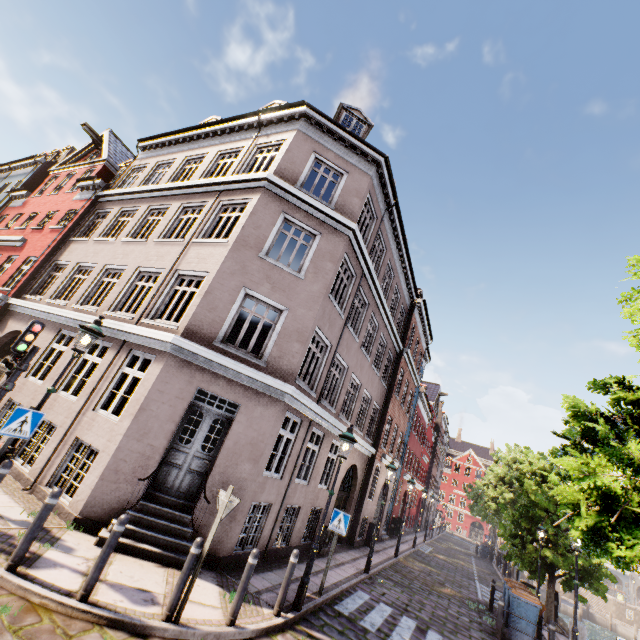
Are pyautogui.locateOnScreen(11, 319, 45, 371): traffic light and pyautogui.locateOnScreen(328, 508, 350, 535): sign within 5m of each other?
no

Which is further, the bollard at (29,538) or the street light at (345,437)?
the street light at (345,437)

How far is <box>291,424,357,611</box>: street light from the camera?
6.8m

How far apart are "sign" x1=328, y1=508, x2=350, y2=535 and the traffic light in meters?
8.1

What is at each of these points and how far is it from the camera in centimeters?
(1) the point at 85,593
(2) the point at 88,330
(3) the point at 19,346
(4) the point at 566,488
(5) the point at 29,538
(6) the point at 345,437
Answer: (1) bollard, 461cm
(2) street light, 651cm
(3) traffic light, 686cm
(4) tree, 525cm
(5) bollard, 477cm
(6) street light, 801cm

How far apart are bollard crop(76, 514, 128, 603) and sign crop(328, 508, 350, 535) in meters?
5.3

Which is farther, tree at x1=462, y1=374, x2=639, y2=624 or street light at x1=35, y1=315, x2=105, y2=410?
street light at x1=35, y1=315, x2=105, y2=410

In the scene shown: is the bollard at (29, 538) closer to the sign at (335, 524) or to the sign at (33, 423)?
the sign at (33, 423)
